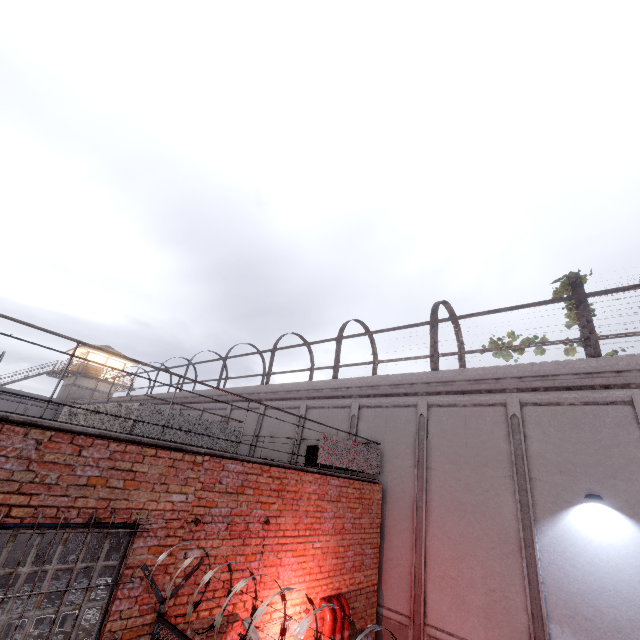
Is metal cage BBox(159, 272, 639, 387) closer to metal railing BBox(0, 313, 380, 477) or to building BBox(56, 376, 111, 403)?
metal railing BBox(0, 313, 380, 477)

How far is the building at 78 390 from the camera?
33.3 meters

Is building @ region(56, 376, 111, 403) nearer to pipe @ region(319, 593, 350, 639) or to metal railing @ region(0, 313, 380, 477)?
metal railing @ region(0, 313, 380, 477)

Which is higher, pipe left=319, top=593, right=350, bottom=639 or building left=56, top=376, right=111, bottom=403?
building left=56, top=376, right=111, bottom=403

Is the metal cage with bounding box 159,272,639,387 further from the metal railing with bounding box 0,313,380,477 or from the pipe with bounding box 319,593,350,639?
the pipe with bounding box 319,593,350,639

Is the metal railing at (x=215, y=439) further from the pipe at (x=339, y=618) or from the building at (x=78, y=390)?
the building at (x=78, y=390)

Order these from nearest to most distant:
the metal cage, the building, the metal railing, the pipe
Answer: the metal railing, the pipe, the metal cage, the building

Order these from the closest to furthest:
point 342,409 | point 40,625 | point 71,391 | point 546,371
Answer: point 546,371
point 40,625
point 342,409
point 71,391
